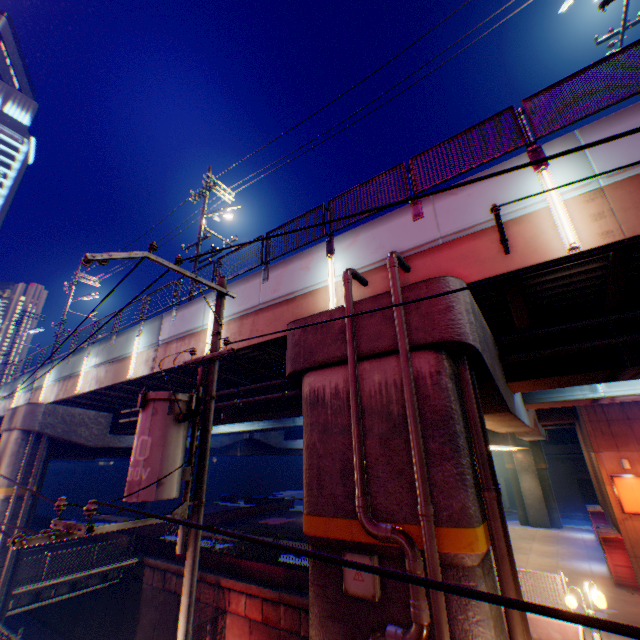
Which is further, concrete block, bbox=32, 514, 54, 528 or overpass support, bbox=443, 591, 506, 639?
concrete block, bbox=32, 514, 54, 528

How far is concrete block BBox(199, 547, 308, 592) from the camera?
15.5m

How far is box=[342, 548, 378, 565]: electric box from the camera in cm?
520

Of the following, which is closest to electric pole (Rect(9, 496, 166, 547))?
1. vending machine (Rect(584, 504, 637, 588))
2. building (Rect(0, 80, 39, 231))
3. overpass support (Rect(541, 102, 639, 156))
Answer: overpass support (Rect(541, 102, 639, 156))

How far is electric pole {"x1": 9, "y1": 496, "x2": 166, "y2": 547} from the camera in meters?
3.9

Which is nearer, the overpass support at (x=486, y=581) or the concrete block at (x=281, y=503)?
the overpass support at (x=486, y=581)

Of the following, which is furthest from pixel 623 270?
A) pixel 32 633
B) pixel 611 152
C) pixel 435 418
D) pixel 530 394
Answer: pixel 32 633

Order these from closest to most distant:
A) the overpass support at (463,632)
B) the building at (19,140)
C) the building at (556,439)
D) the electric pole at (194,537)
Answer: the overpass support at (463,632)
the electric pole at (194,537)
the building at (556,439)
the building at (19,140)
